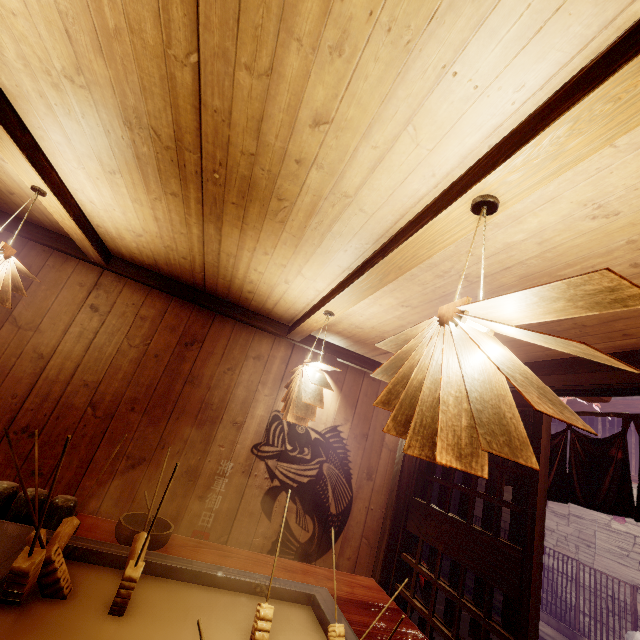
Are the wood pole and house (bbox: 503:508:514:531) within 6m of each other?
no

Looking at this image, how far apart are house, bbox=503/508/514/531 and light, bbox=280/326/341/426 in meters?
12.4 m

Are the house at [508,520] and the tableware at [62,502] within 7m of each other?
no

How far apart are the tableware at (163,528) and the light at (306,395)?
1.6 meters

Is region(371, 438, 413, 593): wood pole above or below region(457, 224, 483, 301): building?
below

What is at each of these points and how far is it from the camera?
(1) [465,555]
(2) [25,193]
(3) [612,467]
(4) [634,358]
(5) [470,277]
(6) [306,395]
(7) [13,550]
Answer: (1) door, 4.6m
(2) building, 4.3m
(3) flag, 4.0m
(4) wood bar, 3.3m
(5) building, 3.0m
(6) light, 3.5m
(7) table, 2.2m

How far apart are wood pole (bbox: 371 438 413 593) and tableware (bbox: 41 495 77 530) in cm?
503
